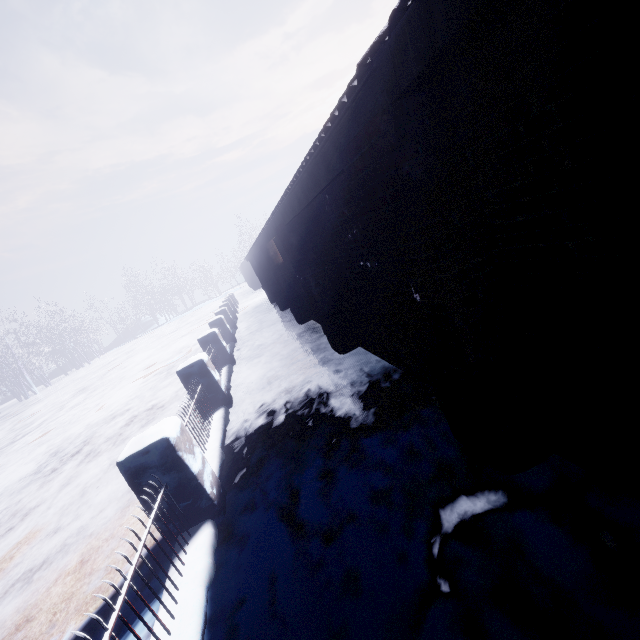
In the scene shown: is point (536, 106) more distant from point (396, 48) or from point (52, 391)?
point (52, 391)
